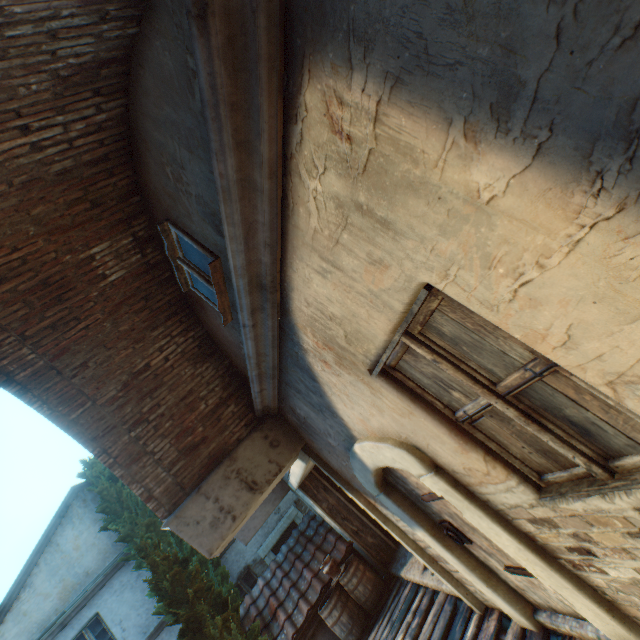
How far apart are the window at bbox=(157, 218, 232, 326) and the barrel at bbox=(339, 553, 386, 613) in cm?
692

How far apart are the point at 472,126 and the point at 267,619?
10.7 meters

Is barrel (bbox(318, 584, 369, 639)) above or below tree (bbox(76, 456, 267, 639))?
Answer: below

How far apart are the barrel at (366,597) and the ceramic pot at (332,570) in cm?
3

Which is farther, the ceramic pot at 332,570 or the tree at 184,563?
the ceramic pot at 332,570

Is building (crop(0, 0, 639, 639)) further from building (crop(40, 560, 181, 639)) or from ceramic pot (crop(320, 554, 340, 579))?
building (crop(40, 560, 181, 639))

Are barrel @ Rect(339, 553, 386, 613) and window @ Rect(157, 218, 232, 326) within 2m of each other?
no

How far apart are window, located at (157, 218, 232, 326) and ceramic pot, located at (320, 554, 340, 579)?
6.9 meters
